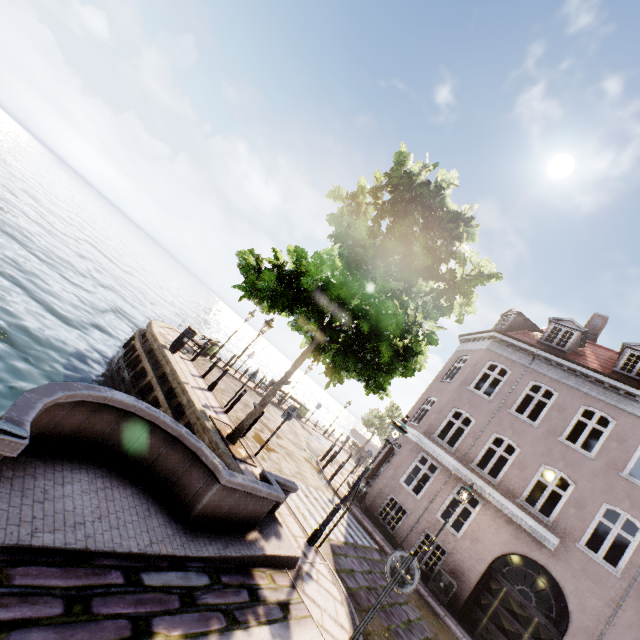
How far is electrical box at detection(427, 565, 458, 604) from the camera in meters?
11.7 m

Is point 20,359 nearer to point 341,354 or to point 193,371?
point 193,371

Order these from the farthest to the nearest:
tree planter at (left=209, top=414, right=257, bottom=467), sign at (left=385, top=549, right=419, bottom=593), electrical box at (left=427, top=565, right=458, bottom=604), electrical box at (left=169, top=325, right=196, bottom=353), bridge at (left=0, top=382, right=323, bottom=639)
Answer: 1. electrical box at (left=169, top=325, right=196, bottom=353)
2. electrical box at (left=427, top=565, right=458, bottom=604)
3. tree planter at (left=209, top=414, right=257, bottom=467)
4. sign at (left=385, top=549, right=419, bottom=593)
5. bridge at (left=0, top=382, right=323, bottom=639)

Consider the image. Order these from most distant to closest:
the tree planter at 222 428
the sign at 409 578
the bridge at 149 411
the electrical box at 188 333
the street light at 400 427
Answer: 1. the electrical box at 188 333
2. the tree planter at 222 428
3. the street light at 400 427
4. the sign at 409 578
5. the bridge at 149 411

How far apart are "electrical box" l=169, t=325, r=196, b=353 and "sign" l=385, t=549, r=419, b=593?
11.2 meters

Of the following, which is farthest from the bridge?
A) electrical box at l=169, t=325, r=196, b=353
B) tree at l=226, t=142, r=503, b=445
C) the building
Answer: the building

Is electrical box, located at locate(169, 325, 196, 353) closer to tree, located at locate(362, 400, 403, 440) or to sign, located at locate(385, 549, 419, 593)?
tree, located at locate(362, 400, 403, 440)

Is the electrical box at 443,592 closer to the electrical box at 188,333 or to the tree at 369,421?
the tree at 369,421
